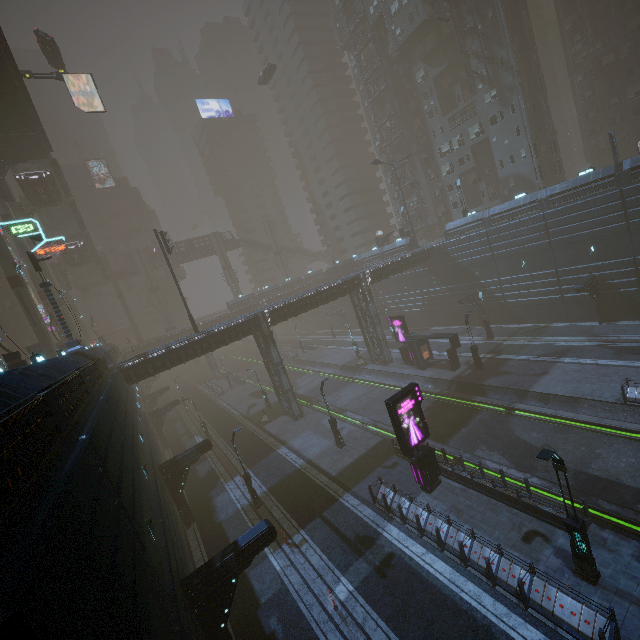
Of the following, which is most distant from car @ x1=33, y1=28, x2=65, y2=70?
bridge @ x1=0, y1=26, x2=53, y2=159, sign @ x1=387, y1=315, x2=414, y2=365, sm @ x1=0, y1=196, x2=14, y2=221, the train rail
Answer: sign @ x1=387, y1=315, x2=414, y2=365

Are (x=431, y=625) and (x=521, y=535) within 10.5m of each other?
yes

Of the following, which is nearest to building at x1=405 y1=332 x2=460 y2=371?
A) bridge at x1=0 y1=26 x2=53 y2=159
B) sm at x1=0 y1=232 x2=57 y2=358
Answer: sm at x1=0 y1=232 x2=57 y2=358

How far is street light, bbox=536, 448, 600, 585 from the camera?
11.0 meters

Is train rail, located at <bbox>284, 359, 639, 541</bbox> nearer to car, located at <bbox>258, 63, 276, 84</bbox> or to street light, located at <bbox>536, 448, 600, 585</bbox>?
street light, located at <bbox>536, 448, 600, 585</bbox>

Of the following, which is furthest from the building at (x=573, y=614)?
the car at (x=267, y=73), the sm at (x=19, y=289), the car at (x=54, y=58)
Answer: the car at (x=267, y=73)

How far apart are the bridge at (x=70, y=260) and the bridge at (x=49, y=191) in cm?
→ 975

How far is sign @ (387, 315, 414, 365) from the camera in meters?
36.2 m
